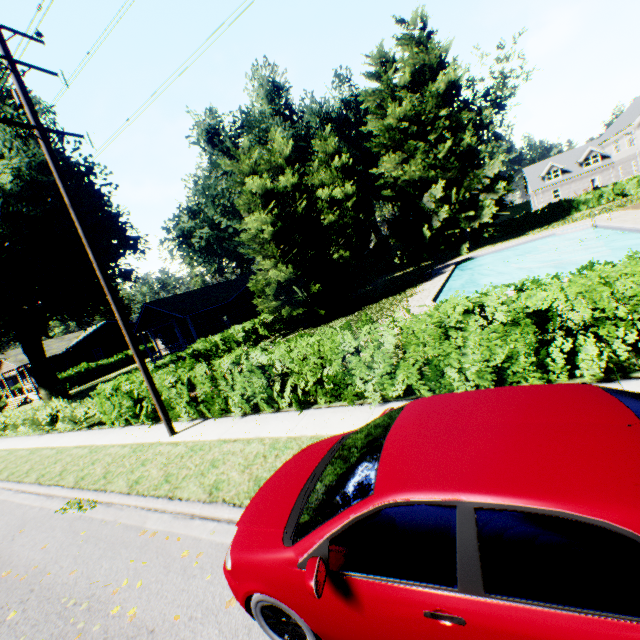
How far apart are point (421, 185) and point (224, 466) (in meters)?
35.17

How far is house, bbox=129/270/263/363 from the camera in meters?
28.0 m

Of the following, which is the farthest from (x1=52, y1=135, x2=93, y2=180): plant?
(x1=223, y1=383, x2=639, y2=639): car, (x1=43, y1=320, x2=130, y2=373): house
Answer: (x1=223, y1=383, x2=639, y2=639): car

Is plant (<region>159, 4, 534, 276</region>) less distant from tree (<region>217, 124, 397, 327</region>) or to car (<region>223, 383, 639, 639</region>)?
tree (<region>217, 124, 397, 327</region>)

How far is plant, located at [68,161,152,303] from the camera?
26.6 meters

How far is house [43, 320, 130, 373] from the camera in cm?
4094

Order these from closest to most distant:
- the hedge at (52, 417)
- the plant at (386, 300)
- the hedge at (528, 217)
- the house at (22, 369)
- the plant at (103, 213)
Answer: the hedge at (52, 417) → the plant at (386, 300) → the plant at (103, 213) → the hedge at (528, 217) → the house at (22, 369)

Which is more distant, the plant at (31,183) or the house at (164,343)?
the house at (164,343)
